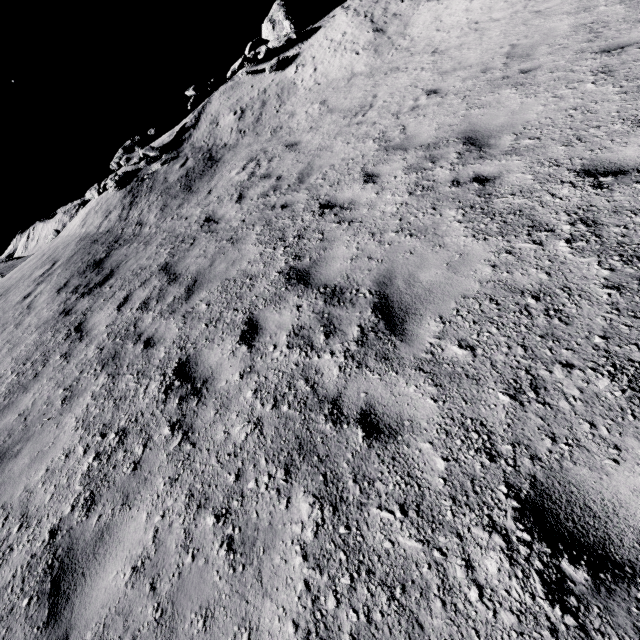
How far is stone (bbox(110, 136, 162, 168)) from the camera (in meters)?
15.54

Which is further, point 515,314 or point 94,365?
point 94,365

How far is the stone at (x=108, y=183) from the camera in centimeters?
1521cm

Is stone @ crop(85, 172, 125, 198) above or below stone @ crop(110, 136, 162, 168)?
below

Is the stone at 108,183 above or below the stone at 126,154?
below

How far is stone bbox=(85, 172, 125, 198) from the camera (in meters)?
15.21
